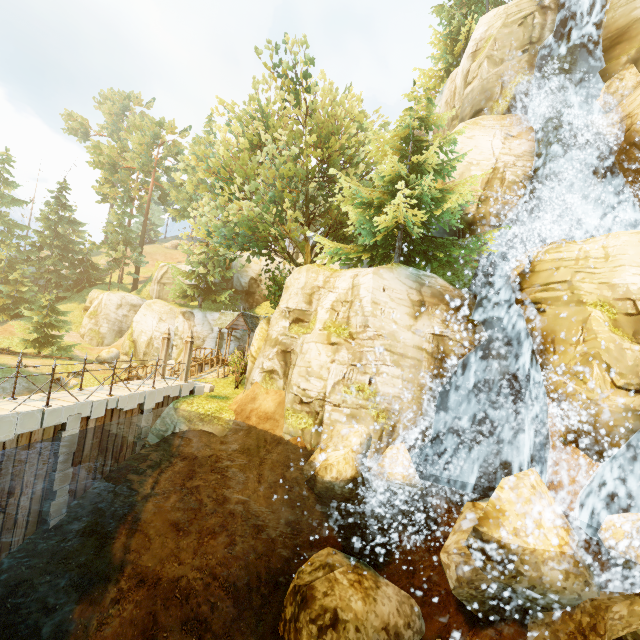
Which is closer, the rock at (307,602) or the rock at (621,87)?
the rock at (307,602)

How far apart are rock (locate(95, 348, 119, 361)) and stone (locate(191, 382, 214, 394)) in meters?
21.4

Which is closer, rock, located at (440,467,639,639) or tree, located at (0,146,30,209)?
rock, located at (440,467,639,639)

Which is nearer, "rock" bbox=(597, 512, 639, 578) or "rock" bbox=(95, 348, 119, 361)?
"rock" bbox=(597, 512, 639, 578)

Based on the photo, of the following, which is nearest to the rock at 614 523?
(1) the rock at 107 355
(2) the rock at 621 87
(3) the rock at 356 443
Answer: (3) the rock at 356 443

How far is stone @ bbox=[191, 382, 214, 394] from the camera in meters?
16.8

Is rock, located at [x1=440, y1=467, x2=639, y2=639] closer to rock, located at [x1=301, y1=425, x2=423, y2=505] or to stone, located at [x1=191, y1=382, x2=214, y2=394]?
rock, located at [x1=301, y1=425, x2=423, y2=505]

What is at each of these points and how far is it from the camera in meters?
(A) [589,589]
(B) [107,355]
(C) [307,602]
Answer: (A) rock, 7.1
(B) rock, 34.4
(C) rock, 9.1
